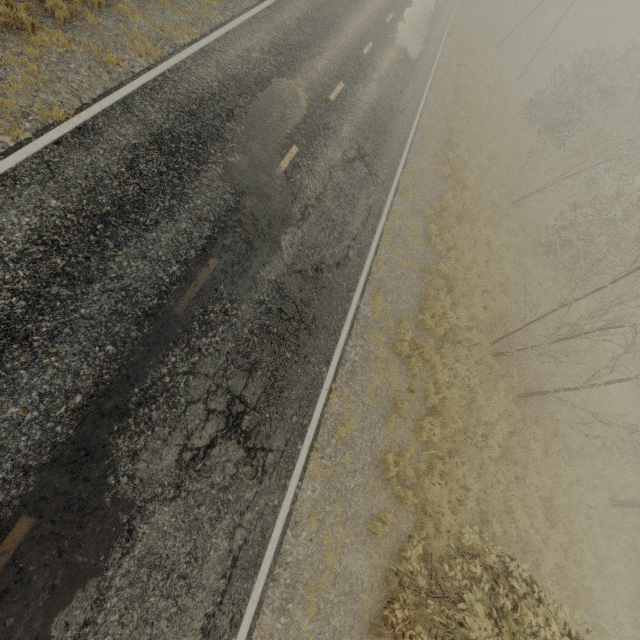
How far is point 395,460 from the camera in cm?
819

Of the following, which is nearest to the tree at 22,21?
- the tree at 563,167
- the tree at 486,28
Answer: the tree at 563,167

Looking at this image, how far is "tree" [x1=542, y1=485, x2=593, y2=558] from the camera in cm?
1078

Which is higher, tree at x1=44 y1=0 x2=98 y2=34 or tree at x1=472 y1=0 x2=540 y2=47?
tree at x1=472 y1=0 x2=540 y2=47

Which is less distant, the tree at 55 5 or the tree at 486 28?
the tree at 55 5

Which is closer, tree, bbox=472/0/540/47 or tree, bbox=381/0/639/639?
tree, bbox=381/0/639/639

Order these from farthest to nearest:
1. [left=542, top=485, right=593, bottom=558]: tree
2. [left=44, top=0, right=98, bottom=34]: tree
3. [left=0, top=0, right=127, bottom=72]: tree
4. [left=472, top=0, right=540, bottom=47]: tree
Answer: [left=472, top=0, right=540, bottom=47]: tree, [left=542, top=485, right=593, bottom=558]: tree, [left=44, top=0, right=98, bottom=34]: tree, [left=0, top=0, right=127, bottom=72]: tree
